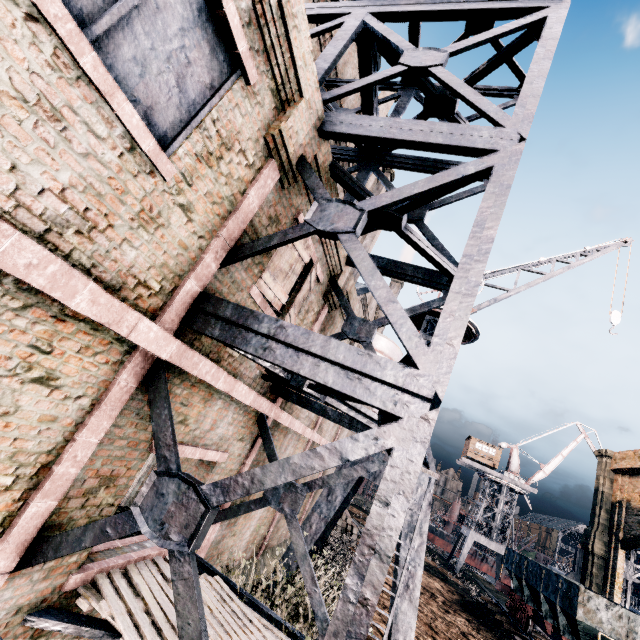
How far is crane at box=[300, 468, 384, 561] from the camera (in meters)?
10.04

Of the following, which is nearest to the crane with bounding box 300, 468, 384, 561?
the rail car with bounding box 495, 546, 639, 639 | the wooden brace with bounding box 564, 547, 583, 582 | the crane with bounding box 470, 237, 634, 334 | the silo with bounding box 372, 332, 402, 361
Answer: the crane with bounding box 470, 237, 634, 334

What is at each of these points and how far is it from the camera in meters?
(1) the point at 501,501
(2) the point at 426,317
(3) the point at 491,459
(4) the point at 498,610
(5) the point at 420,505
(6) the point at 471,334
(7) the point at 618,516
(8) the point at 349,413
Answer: (1) crane, 48.6 m
(2) crane, 13.8 m
(3) building, 49.8 m
(4) railway, 22.5 m
(5) crane, 10.0 m
(6) crane, 13.6 m
(7) building, 29.1 m
(8) building, 5.7 m

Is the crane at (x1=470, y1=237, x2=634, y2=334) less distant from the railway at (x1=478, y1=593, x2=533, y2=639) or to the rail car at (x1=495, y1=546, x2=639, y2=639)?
the rail car at (x1=495, y1=546, x2=639, y2=639)

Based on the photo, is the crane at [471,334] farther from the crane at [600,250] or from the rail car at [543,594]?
the rail car at [543,594]

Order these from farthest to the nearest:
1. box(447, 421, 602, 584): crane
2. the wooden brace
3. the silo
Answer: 1. box(447, 421, 602, 584): crane
2. the wooden brace
3. the silo

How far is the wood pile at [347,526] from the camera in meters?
25.3 m

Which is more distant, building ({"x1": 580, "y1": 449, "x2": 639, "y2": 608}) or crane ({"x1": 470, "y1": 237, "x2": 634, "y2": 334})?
building ({"x1": 580, "y1": 449, "x2": 639, "y2": 608})
